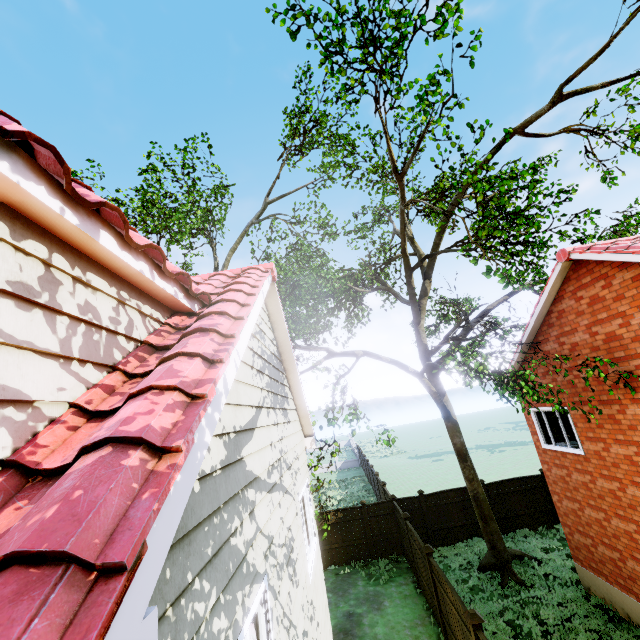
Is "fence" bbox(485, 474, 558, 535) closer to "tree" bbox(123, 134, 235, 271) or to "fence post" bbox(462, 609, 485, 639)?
"fence post" bbox(462, 609, 485, 639)

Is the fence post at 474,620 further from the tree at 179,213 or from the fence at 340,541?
the tree at 179,213

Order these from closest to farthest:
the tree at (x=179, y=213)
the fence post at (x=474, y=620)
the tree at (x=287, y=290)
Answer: the fence post at (x=474, y=620) → the tree at (x=287, y=290) → the tree at (x=179, y=213)

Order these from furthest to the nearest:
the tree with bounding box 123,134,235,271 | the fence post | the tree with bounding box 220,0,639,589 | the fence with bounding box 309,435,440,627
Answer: the tree with bounding box 123,134,235,271 < the fence with bounding box 309,435,440,627 < the tree with bounding box 220,0,639,589 < the fence post

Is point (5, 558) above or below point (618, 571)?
above

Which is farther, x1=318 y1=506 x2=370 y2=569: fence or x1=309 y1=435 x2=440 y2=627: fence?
x1=318 y1=506 x2=370 y2=569: fence

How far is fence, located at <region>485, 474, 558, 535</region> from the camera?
15.3 meters
